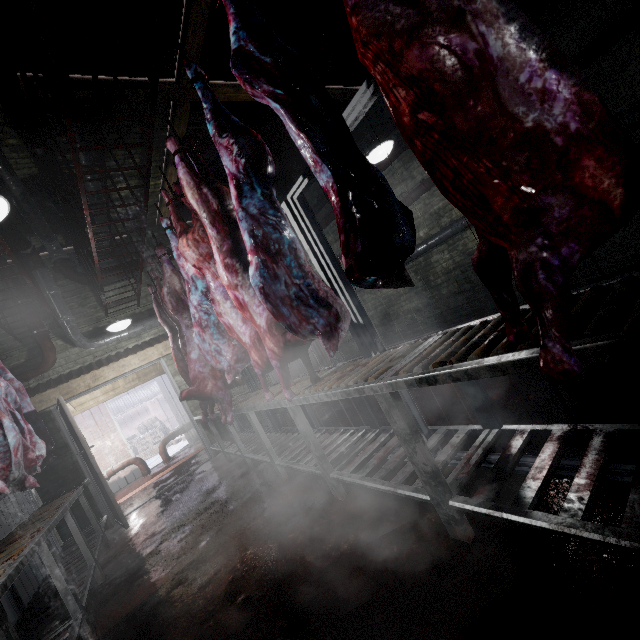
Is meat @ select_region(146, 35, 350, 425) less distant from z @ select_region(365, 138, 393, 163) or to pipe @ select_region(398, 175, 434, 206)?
pipe @ select_region(398, 175, 434, 206)

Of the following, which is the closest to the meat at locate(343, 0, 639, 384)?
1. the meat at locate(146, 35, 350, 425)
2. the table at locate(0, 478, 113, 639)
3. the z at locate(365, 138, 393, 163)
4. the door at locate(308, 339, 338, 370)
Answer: the meat at locate(146, 35, 350, 425)

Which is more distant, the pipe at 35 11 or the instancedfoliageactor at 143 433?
the instancedfoliageactor at 143 433

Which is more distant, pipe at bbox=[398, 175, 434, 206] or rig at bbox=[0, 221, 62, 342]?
pipe at bbox=[398, 175, 434, 206]

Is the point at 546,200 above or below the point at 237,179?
below

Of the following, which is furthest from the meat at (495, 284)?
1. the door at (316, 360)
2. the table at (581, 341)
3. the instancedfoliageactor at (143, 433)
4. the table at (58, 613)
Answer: the instancedfoliageactor at (143, 433)

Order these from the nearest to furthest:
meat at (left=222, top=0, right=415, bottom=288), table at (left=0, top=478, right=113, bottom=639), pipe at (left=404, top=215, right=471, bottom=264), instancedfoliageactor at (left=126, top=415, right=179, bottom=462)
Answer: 1. meat at (left=222, top=0, right=415, bottom=288)
2. table at (left=0, top=478, right=113, bottom=639)
3. pipe at (left=404, top=215, right=471, bottom=264)
4. instancedfoliageactor at (left=126, top=415, right=179, bottom=462)

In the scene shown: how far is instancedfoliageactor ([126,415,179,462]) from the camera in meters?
12.0
